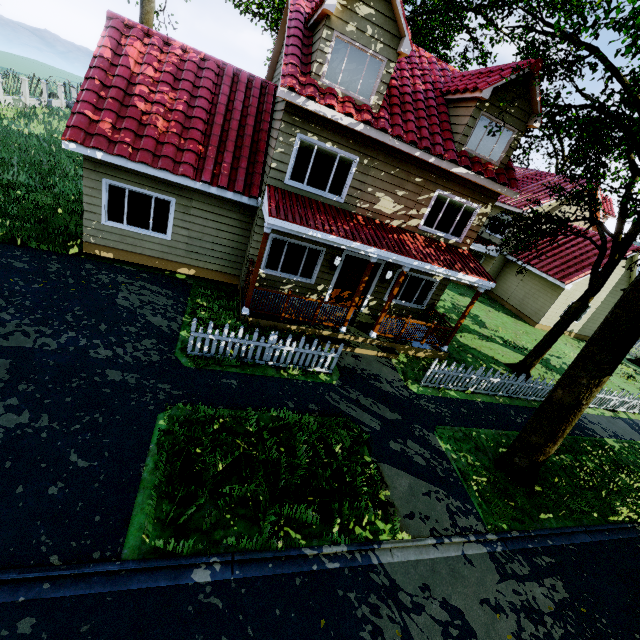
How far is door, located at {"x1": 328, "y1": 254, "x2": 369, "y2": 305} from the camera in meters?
11.7 m

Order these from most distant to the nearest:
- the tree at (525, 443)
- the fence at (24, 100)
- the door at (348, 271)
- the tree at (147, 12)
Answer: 1. the fence at (24, 100)
2. the tree at (147, 12)
3. the door at (348, 271)
4. the tree at (525, 443)

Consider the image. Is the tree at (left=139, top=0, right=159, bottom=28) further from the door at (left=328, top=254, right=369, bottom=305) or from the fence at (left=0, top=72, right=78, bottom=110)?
the fence at (left=0, top=72, right=78, bottom=110)

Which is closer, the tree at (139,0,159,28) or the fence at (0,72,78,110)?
the tree at (139,0,159,28)

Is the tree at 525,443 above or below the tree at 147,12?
below

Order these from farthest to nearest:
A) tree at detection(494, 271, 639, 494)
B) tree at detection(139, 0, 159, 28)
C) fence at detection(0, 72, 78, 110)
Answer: fence at detection(0, 72, 78, 110) < tree at detection(139, 0, 159, 28) < tree at detection(494, 271, 639, 494)

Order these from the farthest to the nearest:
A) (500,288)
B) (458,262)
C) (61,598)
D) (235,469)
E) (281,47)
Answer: (500,288)
(281,47)
(458,262)
(235,469)
(61,598)

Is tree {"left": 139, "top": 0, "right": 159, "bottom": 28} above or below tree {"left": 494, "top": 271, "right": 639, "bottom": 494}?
above
